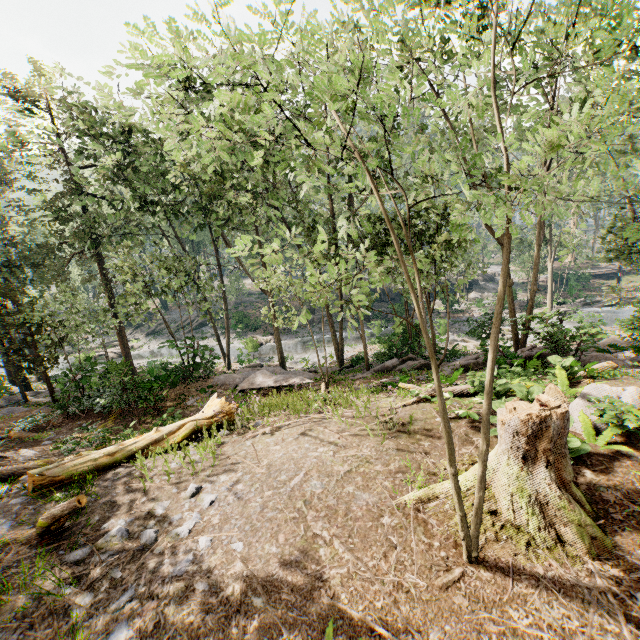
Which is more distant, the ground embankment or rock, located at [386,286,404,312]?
the ground embankment

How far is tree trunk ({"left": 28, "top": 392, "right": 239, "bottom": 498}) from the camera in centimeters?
718cm

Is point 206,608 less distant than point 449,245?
Yes

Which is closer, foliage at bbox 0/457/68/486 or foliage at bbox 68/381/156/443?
foliage at bbox 0/457/68/486

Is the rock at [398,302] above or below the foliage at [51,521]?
below

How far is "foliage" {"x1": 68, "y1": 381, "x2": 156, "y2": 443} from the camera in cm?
923

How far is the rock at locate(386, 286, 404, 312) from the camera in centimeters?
3775cm

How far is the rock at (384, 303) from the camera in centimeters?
3966cm
